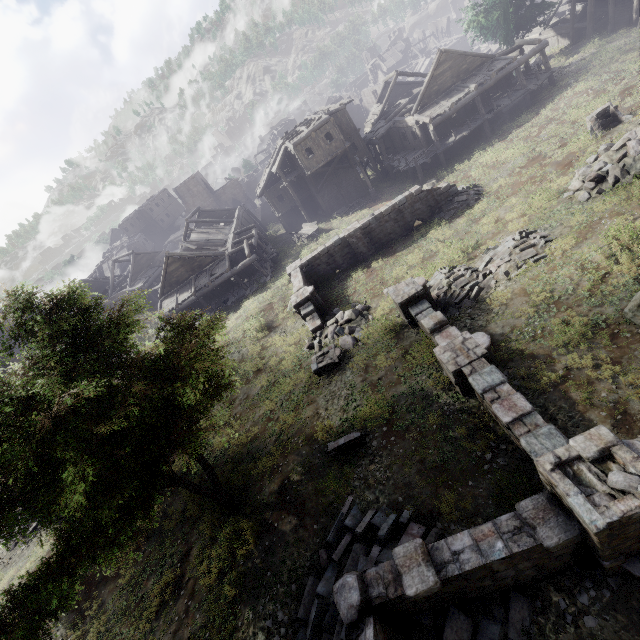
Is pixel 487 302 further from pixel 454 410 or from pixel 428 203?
pixel 428 203

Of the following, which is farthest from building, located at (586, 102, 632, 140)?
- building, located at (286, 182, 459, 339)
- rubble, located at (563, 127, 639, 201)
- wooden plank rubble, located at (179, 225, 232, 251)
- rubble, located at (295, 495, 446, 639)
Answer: Answer: wooden plank rubble, located at (179, 225, 232, 251)

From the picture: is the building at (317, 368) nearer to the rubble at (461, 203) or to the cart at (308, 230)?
the rubble at (461, 203)

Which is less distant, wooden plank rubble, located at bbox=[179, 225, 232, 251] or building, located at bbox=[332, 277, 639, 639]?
building, located at bbox=[332, 277, 639, 639]

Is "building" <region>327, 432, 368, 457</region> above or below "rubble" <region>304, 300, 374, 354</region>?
above

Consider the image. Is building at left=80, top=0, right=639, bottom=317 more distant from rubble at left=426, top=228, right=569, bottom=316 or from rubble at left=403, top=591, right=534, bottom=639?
rubble at left=426, top=228, right=569, bottom=316

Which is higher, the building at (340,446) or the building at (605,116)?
the building at (340,446)

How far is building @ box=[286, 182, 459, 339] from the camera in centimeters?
1961cm
